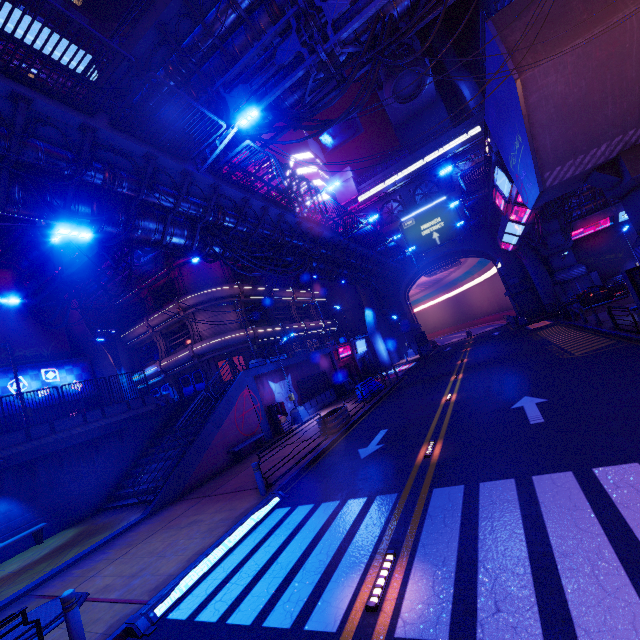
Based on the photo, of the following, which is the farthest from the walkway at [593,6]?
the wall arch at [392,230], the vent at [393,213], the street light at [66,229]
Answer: the street light at [66,229]

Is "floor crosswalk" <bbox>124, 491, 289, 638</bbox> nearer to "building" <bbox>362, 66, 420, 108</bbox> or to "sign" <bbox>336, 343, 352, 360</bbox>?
"sign" <bbox>336, 343, 352, 360</bbox>

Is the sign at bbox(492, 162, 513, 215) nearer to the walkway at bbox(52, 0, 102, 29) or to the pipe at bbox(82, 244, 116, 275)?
the pipe at bbox(82, 244, 116, 275)

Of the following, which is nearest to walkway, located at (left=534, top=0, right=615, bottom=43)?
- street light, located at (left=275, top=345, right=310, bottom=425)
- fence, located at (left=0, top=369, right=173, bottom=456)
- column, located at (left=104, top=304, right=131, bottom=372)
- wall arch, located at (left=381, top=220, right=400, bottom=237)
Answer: wall arch, located at (left=381, top=220, right=400, bottom=237)

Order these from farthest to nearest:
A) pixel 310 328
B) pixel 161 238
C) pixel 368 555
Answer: pixel 310 328 < pixel 161 238 < pixel 368 555

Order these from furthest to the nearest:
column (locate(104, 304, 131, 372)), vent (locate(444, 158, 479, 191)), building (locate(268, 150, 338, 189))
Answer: building (locate(268, 150, 338, 189)) < vent (locate(444, 158, 479, 191)) < column (locate(104, 304, 131, 372))

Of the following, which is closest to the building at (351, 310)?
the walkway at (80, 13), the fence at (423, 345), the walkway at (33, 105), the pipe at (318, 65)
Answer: the pipe at (318, 65)

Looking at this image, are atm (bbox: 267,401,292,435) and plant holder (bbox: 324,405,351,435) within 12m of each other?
yes
